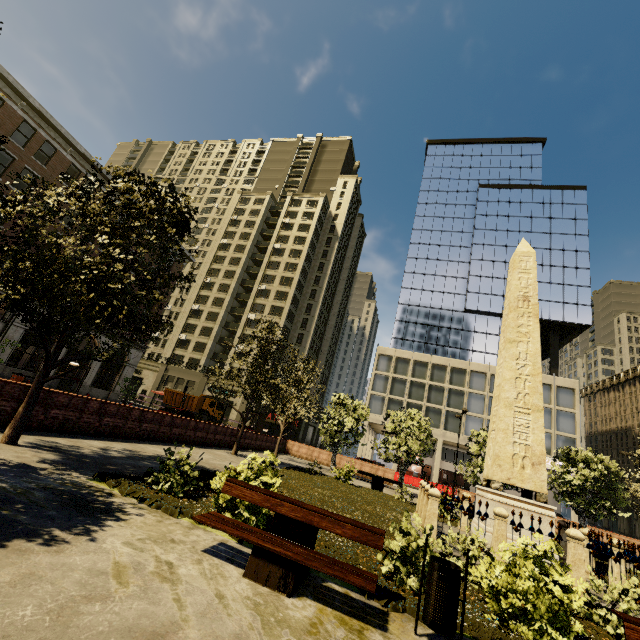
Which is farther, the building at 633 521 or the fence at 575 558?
the building at 633 521

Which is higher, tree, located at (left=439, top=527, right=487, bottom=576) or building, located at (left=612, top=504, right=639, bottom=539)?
building, located at (left=612, top=504, right=639, bottom=539)

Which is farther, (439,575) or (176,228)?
(176,228)

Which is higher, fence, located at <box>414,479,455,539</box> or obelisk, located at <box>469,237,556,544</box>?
obelisk, located at <box>469,237,556,544</box>

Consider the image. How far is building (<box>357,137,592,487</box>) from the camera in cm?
4197

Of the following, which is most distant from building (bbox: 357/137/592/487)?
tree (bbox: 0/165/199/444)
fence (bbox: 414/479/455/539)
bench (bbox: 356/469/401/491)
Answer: fence (bbox: 414/479/455/539)

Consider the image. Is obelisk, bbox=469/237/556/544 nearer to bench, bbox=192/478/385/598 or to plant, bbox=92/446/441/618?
plant, bbox=92/446/441/618

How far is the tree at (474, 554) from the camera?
6.4m
